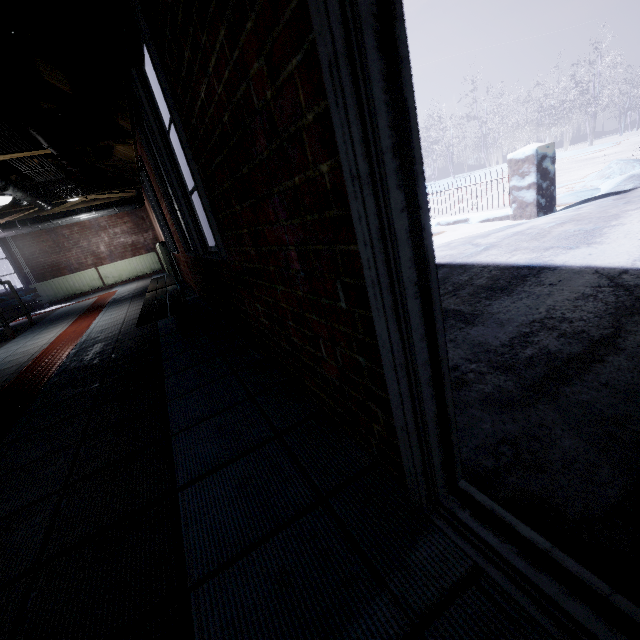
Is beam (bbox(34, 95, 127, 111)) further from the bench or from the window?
the bench

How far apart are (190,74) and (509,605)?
1.7m

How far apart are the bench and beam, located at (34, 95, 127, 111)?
1.50m

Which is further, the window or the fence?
the fence

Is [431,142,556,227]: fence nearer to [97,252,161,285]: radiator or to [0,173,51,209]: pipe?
[97,252,161,285]: radiator

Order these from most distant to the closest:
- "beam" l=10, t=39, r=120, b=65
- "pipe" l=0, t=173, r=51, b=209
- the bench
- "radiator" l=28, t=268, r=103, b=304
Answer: "radiator" l=28, t=268, r=103, b=304, "pipe" l=0, t=173, r=51, b=209, the bench, "beam" l=10, t=39, r=120, b=65

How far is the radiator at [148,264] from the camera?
9.3 meters

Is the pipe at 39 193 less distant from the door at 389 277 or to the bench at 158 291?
the door at 389 277
